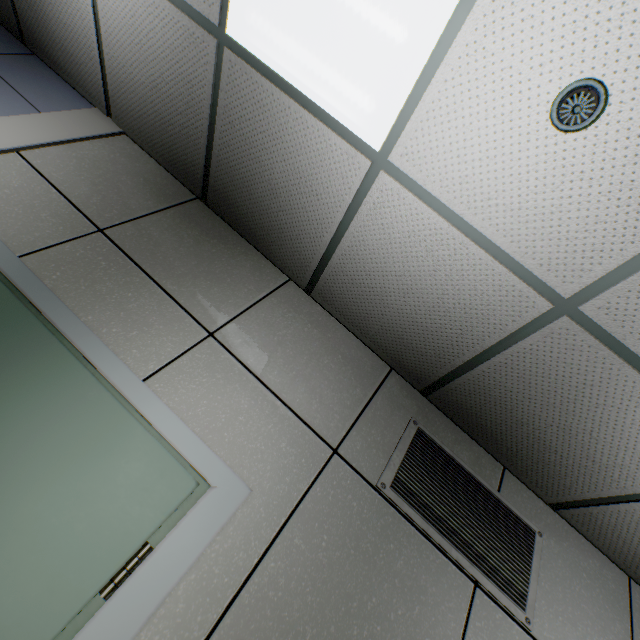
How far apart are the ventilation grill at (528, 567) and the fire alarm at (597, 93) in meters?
1.6 m

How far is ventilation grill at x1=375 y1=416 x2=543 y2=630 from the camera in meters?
1.6

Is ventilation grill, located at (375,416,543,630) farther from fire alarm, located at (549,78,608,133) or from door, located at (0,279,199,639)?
fire alarm, located at (549,78,608,133)

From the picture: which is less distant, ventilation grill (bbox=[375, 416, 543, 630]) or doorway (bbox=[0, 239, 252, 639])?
doorway (bbox=[0, 239, 252, 639])

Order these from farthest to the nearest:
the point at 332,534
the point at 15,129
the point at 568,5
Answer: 1. the point at 15,129
2. the point at 332,534
3. the point at 568,5

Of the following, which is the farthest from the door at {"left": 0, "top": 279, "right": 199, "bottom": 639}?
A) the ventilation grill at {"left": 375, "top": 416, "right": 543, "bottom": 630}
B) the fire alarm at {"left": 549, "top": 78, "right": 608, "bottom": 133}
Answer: the fire alarm at {"left": 549, "top": 78, "right": 608, "bottom": 133}

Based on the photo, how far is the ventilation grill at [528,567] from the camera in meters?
1.6

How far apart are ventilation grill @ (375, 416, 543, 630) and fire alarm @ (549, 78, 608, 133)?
1.6m
